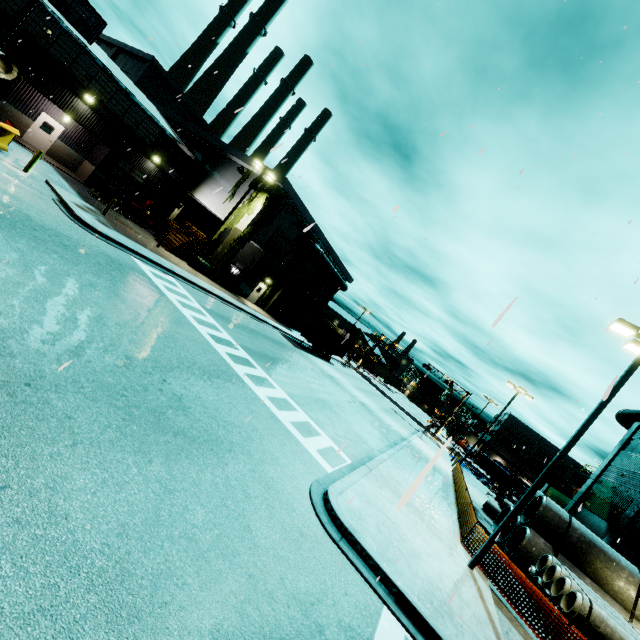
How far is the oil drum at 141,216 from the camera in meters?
27.9 m

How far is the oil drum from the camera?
27.9 meters

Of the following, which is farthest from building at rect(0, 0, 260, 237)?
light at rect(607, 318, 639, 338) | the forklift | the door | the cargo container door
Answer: light at rect(607, 318, 639, 338)

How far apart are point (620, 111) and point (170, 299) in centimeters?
1689cm

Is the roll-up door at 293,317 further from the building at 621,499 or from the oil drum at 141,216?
the oil drum at 141,216

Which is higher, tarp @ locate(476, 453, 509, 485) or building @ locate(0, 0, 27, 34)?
building @ locate(0, 0, 27, 34)

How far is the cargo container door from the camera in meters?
33.3

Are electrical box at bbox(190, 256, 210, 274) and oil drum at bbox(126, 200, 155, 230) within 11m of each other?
yes
